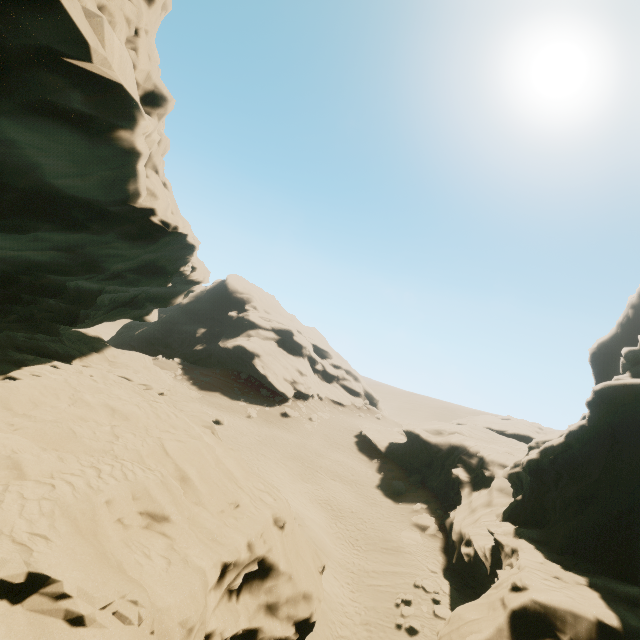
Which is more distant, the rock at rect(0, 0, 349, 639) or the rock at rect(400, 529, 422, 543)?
the rock at rect(400, 529, 422, 543)

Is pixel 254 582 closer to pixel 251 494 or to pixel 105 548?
pixel 251 494

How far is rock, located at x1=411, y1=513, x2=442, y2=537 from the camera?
24.5m

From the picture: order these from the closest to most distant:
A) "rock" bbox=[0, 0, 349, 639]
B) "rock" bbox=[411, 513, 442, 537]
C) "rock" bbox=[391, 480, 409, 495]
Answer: "rock" bbox=[0, 0, 349, 639]
"rock" bbox=[411, 513, 442, 537]
"rock" bbox=[391, 480, 409, 495]

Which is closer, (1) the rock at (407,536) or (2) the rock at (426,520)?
(1) the rock at (407,536)
